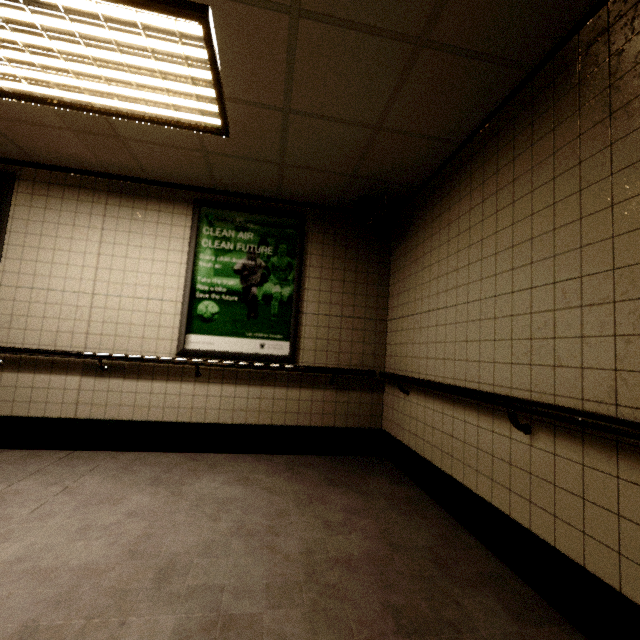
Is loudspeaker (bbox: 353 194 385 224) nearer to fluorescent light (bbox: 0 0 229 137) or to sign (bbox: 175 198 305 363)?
sign (bbox: 175 198 305 363)

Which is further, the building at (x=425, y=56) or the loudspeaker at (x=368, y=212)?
the loudspeaker at (x=368, y=212)

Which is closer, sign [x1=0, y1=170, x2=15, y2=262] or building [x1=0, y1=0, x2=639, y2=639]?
building [x1=0, y1=0, x2=639, y2=639]

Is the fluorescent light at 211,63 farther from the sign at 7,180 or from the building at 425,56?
the sign at 7,180

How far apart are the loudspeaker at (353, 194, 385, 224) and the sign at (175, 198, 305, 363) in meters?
0.7

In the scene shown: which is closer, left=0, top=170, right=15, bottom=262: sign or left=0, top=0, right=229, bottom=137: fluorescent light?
left=0, top=0, right=229, bottom=137: fluorescent light

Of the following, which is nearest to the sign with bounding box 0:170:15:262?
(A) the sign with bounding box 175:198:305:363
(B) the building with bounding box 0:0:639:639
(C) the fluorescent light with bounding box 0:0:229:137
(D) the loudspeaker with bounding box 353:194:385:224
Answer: (B) the building with bounding box 0:0:639:639

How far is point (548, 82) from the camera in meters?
1.8 m
